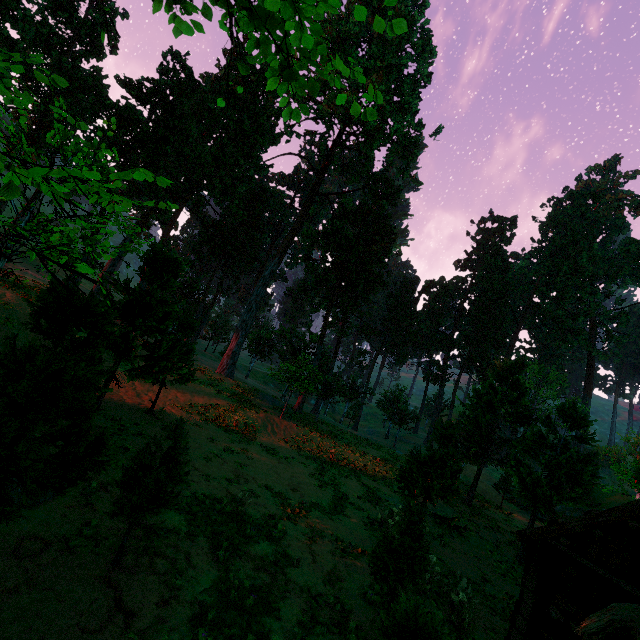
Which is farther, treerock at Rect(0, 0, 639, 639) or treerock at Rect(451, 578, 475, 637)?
treerock at Rect(451, 578, 475, 637)

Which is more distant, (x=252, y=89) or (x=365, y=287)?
(x=365, y=287)

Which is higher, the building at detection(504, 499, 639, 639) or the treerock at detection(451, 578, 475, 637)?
the building at detection(504, 499, 639, 639)

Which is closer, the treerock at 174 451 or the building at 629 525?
the building at 629 525

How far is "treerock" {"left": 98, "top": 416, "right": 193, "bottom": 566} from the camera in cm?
759

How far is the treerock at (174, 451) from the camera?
7.59m

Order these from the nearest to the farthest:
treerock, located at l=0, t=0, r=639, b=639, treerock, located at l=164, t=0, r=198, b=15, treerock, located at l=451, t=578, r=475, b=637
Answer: treerock, located at l=164, t=0, r=198, b=15
treerock, located at l=0, t=0, r=639, b=639
treerock, located at l=451, t=578, r=475, b=637
